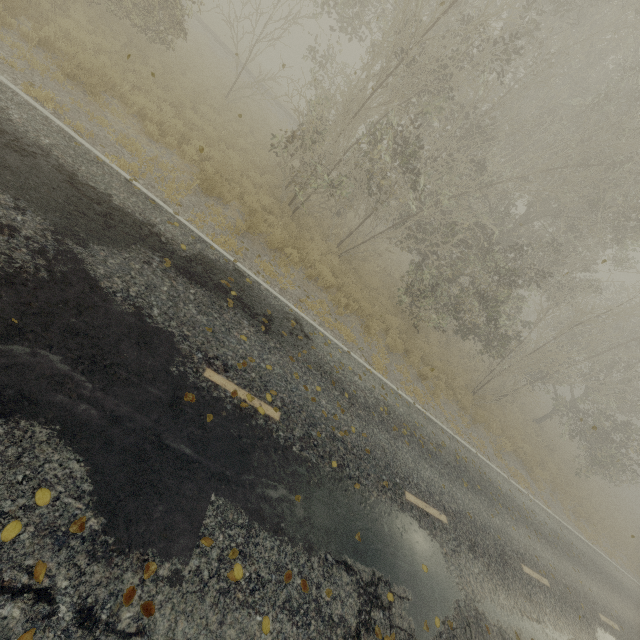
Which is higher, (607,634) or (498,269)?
(498,269)

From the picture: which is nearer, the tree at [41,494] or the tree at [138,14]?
the tree at [41,494]

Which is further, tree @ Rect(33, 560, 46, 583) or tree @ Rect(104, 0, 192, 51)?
tree @ Rect(104, 0, 192, 51)

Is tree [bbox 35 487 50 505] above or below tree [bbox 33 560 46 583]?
above

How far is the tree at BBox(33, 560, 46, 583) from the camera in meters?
2.6 m

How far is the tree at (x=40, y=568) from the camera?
2.6 meters
